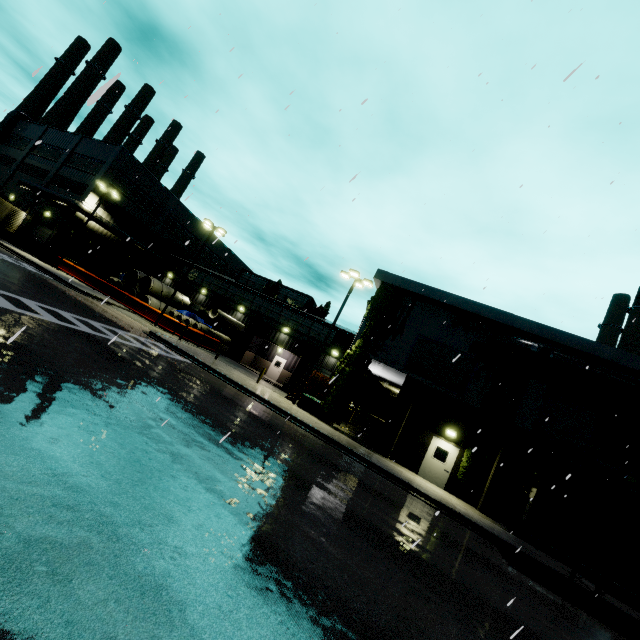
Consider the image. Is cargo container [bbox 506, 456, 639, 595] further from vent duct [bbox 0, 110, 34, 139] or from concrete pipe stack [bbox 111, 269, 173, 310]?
vent duct [bbox 0, 110, 34, 139]

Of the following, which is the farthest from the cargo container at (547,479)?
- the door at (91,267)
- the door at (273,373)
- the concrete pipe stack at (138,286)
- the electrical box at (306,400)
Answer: the door at (91,267)

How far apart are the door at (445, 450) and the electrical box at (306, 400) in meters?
6.8 m

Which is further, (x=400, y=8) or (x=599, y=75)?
(x=400, y=8)

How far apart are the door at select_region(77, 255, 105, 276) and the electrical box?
19.5m

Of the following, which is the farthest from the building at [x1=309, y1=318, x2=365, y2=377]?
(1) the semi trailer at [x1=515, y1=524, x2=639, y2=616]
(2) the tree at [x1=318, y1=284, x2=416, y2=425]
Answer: (1) the semi trailer at [x1=515, y1=524, x2=639, y2=616]

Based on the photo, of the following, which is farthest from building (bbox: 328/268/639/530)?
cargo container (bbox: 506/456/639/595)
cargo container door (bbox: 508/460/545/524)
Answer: cargo container door (bbox: 508/460/545/524)

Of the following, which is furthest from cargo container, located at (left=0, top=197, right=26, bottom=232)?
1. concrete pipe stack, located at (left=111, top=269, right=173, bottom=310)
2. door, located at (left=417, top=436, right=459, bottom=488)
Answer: door, located at (left=417, top=436, right=459, bottom=488)
